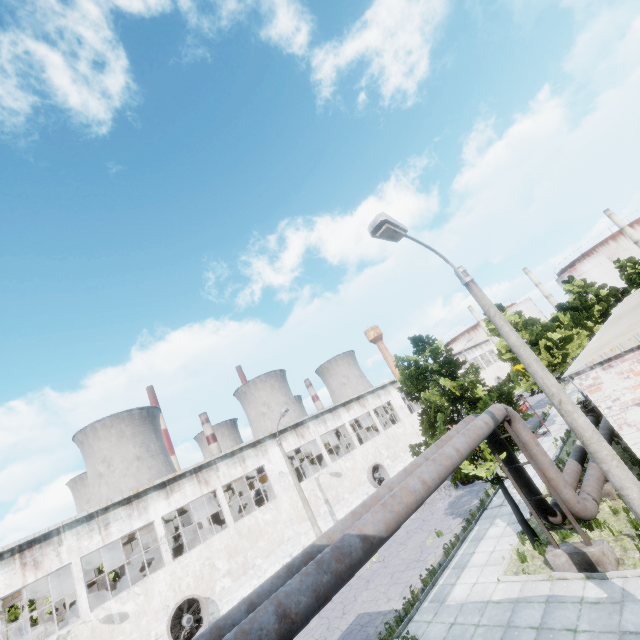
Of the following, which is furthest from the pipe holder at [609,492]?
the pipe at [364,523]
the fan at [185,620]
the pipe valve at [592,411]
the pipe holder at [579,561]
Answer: the fan at [185,620]

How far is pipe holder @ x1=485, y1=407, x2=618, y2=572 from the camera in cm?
963

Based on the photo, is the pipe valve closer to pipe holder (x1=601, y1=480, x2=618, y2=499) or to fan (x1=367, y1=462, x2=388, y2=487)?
pipe holder (x1=601, y1=480, x2=618, y2=499)

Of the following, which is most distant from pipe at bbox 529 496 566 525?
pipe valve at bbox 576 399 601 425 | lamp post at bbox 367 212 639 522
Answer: lamp post at bbox 367 212 639 522

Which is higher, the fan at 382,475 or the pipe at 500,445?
the pipe at 500,445

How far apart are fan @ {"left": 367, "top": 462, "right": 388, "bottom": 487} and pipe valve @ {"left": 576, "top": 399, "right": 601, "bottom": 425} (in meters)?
17.06

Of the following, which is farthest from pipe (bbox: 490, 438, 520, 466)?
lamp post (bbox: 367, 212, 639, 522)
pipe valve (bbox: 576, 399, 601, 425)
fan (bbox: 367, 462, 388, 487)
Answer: fan (bbox: 367, 462, 388, 487)

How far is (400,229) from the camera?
6.8 meters
